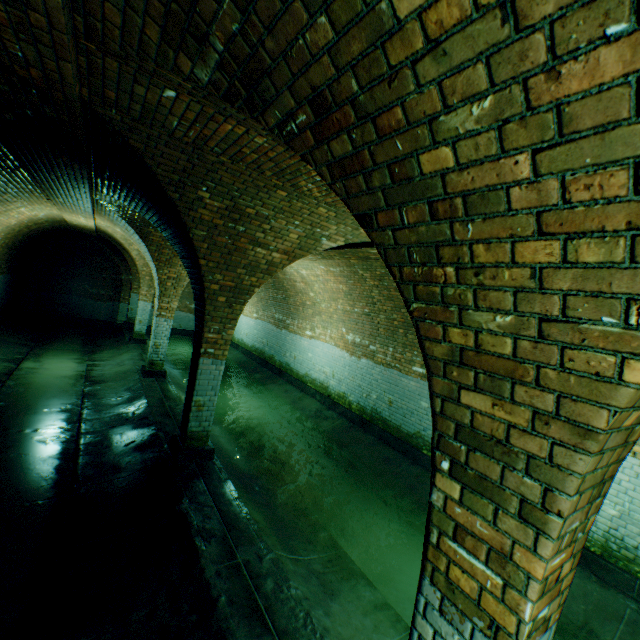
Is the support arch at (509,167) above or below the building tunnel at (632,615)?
above

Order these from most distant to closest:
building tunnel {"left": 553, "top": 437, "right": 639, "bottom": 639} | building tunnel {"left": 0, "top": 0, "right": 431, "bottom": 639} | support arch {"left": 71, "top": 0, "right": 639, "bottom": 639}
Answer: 1. building tunnel {"left": 553, "top": 437, "right": 639, "bottom": 639}
2. building tunnel {"left": 0, "top": 0, "right": 431, "bottom": 639}
3. support arch {"left": 71, "top": 0, "right": 639, "bottom": 639}

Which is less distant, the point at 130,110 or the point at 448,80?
the point at 448,80

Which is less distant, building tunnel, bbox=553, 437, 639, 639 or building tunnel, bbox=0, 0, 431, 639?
building tunnel, bbox=0, 0, 431, 639

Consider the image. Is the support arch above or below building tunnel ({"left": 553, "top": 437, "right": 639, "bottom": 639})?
above

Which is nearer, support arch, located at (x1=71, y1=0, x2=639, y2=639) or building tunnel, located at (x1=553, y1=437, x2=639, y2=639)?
support arch, located at (x1=71, y1=0, x2=639, y2=639)

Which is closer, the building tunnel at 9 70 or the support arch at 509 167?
the support arch at 509 167
